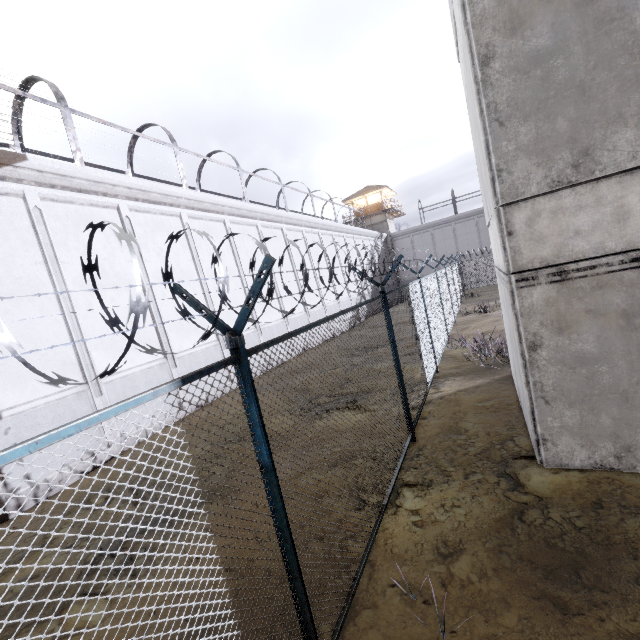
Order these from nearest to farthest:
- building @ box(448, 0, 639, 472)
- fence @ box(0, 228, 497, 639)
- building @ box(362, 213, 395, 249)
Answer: fence @ box(0, 228, 497, 639), building @ box(448, 0, 639, 472), building @ box(362, 213, 395, 249)

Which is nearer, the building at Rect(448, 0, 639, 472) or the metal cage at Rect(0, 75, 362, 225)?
the building at Rect(448, 0, 639, 472)

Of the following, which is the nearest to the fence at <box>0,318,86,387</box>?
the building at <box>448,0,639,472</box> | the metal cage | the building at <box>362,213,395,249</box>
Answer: the building at <box>448,0,639,472</box>

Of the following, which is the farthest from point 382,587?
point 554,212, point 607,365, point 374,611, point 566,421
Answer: point 554,212

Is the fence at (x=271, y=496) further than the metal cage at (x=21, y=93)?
No

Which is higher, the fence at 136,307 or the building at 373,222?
the building at 373,222

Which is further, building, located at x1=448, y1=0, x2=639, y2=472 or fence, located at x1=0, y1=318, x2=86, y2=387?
building, located at x1=448, y1=0, x2=639, y2=472

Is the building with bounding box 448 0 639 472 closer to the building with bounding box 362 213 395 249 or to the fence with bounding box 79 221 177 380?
the fence with bounding box 79 221 177 380
